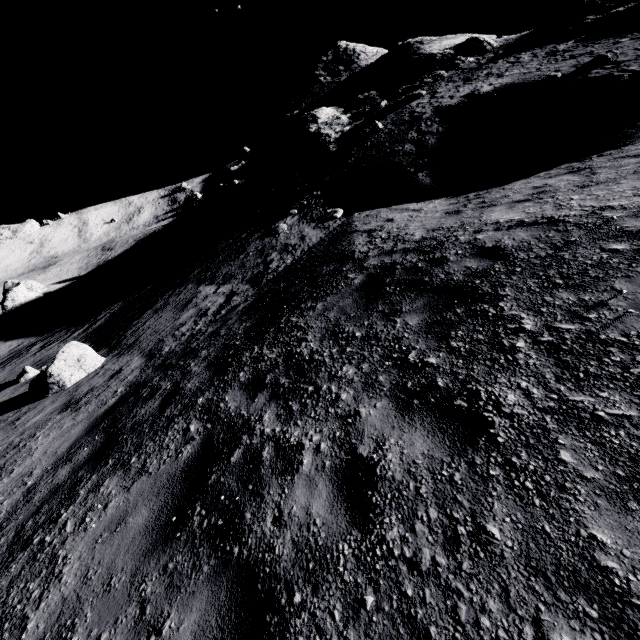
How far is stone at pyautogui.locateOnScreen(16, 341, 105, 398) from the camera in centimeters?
921cm

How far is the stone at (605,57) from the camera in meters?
12.8 m

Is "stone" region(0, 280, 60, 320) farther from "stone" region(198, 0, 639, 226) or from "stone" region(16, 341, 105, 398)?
"stone" region(16, 341, 105, 398)

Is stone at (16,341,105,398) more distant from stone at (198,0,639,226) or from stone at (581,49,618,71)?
stone at (581,49,618,71)

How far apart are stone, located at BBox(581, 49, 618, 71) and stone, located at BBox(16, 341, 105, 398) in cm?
2138

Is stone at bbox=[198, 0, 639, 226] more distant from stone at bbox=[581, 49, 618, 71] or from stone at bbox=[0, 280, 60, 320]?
stone at bbox=[0, 280, 60, 320]

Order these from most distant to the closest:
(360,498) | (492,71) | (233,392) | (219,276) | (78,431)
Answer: (492,71), (219,276), (78,431), (233,392), (360,498)

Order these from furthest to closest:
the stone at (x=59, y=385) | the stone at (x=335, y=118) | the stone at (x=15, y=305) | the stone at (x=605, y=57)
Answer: the stone at (x=15, y=305)
the stone at (x=335, y=118)
the stone at (x=605, y=57)
the stone at (x=59, y=385)
